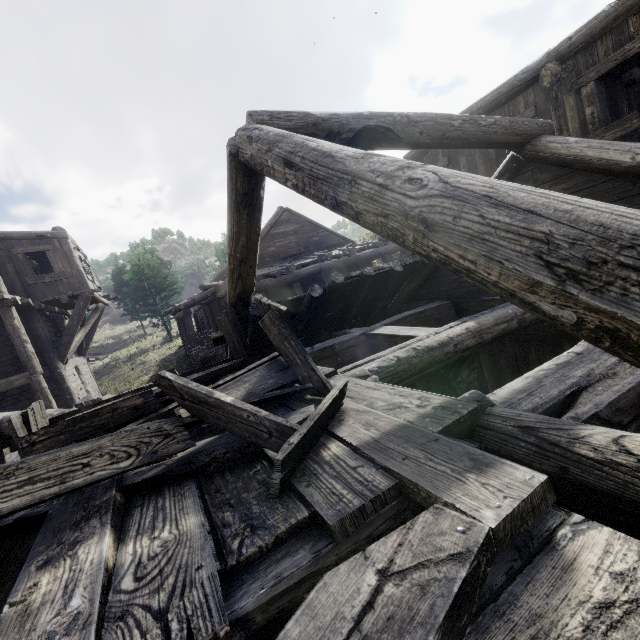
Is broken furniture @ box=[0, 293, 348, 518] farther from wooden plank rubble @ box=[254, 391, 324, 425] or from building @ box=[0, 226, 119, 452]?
building @ box=[0, 226, 119, 452]

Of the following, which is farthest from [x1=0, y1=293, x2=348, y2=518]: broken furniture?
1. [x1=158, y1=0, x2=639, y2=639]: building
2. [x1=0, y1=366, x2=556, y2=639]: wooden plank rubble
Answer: [x1=158, y1=0, x2=639, y2=639]: building

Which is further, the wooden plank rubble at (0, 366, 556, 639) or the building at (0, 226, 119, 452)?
the building at (0, 226, 119, 452)

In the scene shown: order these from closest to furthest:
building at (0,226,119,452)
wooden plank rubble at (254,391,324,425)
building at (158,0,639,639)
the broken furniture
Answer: building at (158,0,639,639)
the broken furniture
wooden plank rubble at (254,391,324,425)
building at (0,226,119,452)

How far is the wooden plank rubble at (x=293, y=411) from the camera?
2.3 meters

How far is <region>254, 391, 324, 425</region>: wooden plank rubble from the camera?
2.3m

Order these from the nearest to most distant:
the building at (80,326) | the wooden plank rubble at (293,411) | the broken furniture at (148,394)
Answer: the broken furniture at (148,394), the wooden plank rubble at (293,411), the building at (80,326)

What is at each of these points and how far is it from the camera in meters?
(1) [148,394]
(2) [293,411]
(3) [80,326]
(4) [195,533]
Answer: (1) broken furniture, 3.3 m
(2) wooden plank rubble, 2.4 m
(3) building, 15.8 m
(4) wooden plank rubble, 1.4 m
